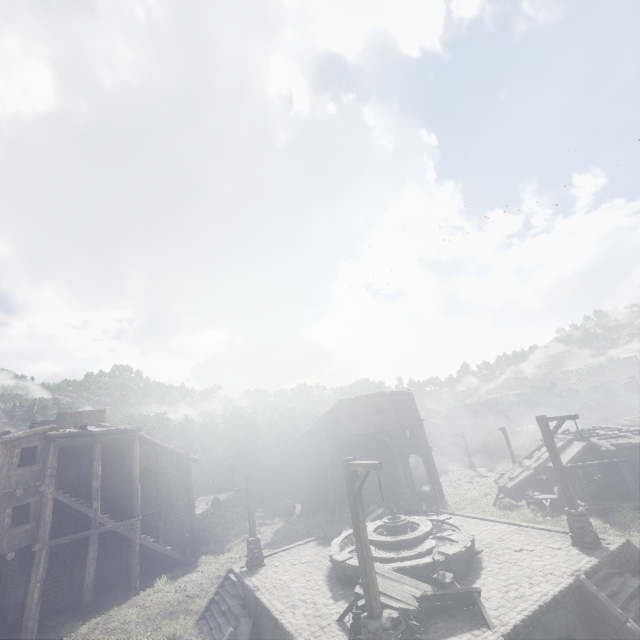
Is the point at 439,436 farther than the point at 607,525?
Yes

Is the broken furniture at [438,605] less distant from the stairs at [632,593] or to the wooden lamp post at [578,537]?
the stairs at [632,593]

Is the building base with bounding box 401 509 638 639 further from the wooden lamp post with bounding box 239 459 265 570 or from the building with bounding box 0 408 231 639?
the building with bounding box 0 408 231 639

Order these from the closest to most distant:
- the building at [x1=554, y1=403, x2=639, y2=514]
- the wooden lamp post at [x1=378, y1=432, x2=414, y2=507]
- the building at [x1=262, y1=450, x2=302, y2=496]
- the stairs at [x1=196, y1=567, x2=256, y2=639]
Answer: the stairs at [x1=196, y1=567, x2=256, y2=639]
the building at [x1=554, y1=403, x2=639, y2=514]
the wooden lamp post at [x1=378, y1=432, x2=414, y2=507]
the building at [x1=262, y1=450, x2=302, y2=496]

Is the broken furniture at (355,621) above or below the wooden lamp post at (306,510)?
above

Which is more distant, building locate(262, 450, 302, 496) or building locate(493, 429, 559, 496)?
building locate(262, 450, 302, 496)

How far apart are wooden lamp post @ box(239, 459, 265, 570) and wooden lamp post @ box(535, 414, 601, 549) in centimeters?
1303cm

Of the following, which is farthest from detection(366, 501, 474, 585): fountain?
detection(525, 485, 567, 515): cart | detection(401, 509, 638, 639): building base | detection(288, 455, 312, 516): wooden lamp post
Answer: detection(288, 455, 312, 516): wooden lamp post
